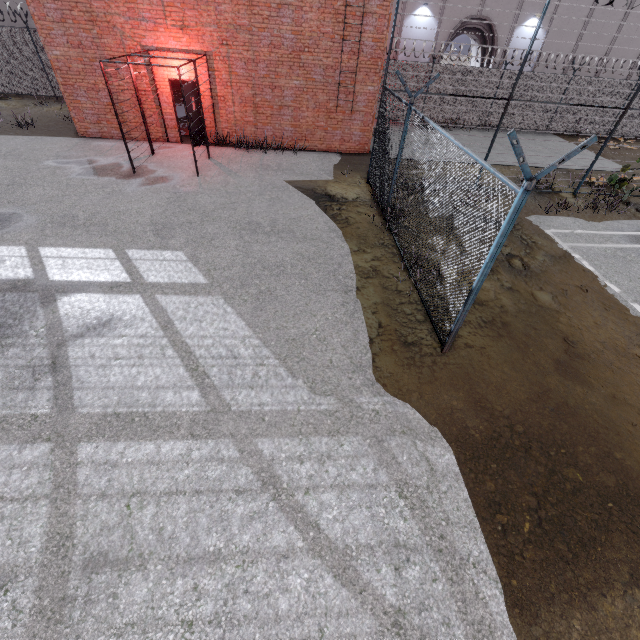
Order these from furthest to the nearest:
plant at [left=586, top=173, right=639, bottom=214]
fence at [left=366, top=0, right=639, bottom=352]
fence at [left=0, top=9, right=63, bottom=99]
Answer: fence at [left=0, top=9, right=63, bottom=99] → plant at [left=586, top=173, right=639, bottom=214] → fence at [left=366, top=0, right=639, bottom=352]

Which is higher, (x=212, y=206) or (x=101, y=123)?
(x=101, y=123)

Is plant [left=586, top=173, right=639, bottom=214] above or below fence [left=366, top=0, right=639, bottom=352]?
below

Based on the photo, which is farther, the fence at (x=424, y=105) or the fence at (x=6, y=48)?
the fence at (x=6, y=48)

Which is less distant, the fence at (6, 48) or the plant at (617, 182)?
the plant at (617, 182)

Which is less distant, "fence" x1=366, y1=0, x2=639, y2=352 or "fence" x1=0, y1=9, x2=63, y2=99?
"fence" x1=366, y1=0, x2=639, y2=352

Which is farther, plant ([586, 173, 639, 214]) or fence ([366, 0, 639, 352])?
plant ([586, 173, 639, 214])
